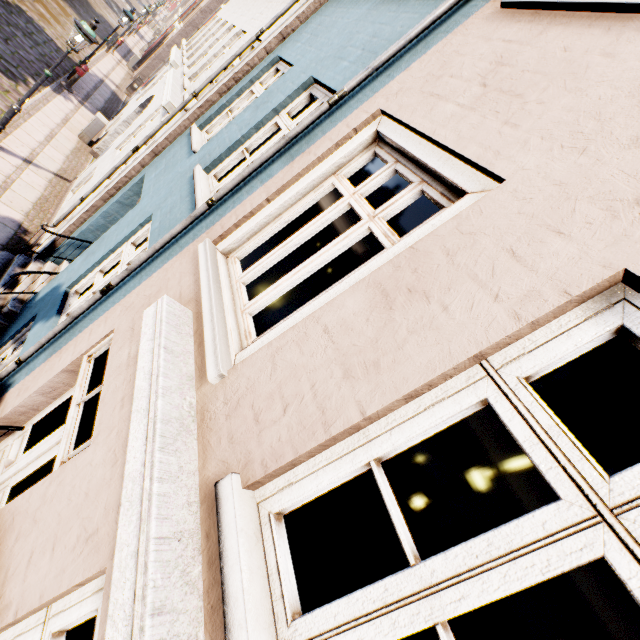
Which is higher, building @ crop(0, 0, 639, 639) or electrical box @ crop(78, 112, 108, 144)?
building @ crop(0, 0, 639, 639)

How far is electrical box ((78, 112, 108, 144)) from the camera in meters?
11.3 m

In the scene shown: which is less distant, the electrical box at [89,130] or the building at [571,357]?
the building at [571,357]

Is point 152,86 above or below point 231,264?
below

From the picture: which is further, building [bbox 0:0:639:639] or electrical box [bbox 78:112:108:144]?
electrical box [bbox 78:112:108:144]

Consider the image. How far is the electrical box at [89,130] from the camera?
11.32m
